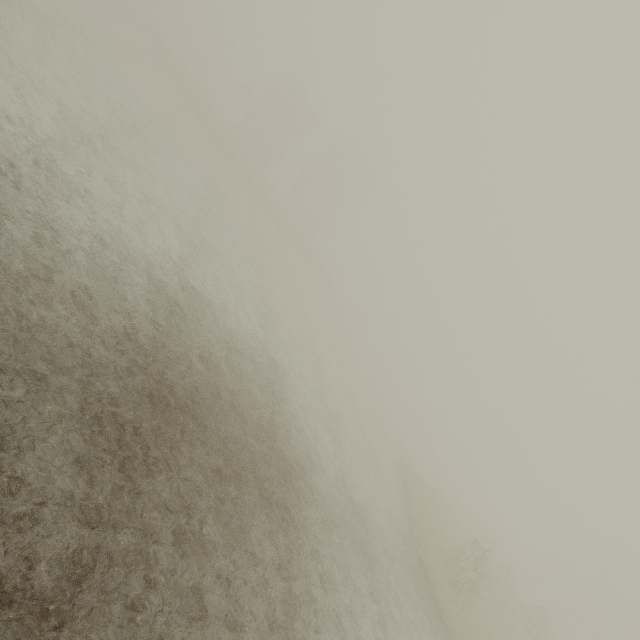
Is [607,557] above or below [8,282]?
above
